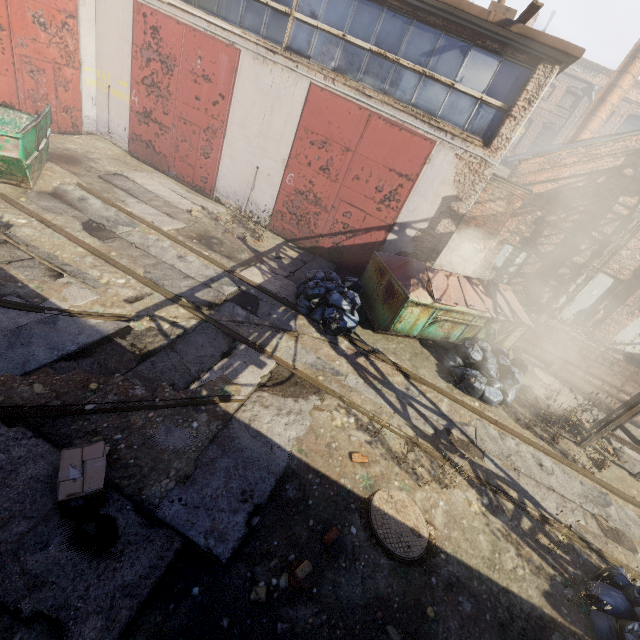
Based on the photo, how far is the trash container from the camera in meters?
7.6

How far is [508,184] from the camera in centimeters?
982cm

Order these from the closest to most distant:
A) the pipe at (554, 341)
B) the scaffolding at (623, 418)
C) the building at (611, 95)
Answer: the scaffolding at (623, 418) → the pipe at (554, 341) → the building at (611, 95)

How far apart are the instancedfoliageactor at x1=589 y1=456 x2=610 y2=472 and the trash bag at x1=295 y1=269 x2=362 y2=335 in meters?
5.9 m

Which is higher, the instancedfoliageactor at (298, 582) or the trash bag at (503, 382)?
the trash bag at (503, 382)

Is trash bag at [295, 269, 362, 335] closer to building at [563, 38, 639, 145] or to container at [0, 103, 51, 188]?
container at [0, 103, 51, 188]

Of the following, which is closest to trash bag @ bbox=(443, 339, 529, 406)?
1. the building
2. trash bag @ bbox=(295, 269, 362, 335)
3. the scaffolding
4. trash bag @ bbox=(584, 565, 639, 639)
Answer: the scaffolding

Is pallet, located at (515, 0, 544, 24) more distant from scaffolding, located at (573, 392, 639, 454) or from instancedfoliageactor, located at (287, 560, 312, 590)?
instancedfoliageactor, located at (287, 560, 312, 590)
